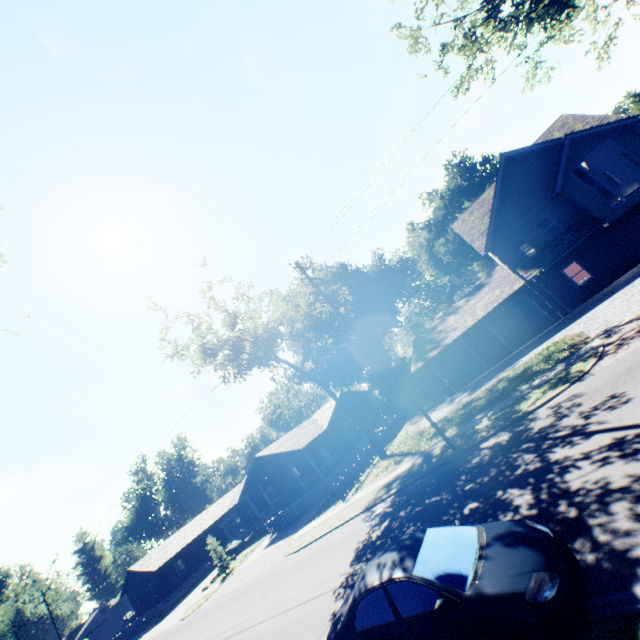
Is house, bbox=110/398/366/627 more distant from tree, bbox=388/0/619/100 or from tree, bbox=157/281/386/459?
tree, bbox=388/0/619/100

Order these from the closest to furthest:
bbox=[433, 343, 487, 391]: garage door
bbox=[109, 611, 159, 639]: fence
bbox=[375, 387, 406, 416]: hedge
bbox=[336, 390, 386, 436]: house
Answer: bbox=[433, 343, 487, 391]: garage door < bbox=[109, 611, 159, 639]: fence < bbox=[336, 390, 386, 436]: house < bbox=[375, 387, 406, 416]: hedge

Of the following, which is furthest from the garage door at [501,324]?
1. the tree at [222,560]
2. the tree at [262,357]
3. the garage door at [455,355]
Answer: the tree at [222,560]

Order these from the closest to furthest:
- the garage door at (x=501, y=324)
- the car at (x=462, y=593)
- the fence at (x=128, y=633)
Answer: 1. the car at (x=462, y=593)
2. the garage door at (x=501, y=324)
3. the fence at (x=128, y=633)

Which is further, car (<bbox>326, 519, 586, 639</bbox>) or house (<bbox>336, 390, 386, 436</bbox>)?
house (<bbox>336, 390, 386, 436</bbox>)

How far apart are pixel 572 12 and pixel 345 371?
41.8 meters

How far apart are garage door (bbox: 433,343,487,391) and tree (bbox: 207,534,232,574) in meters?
26.9 m

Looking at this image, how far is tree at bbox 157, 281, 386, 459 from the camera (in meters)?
23.33
